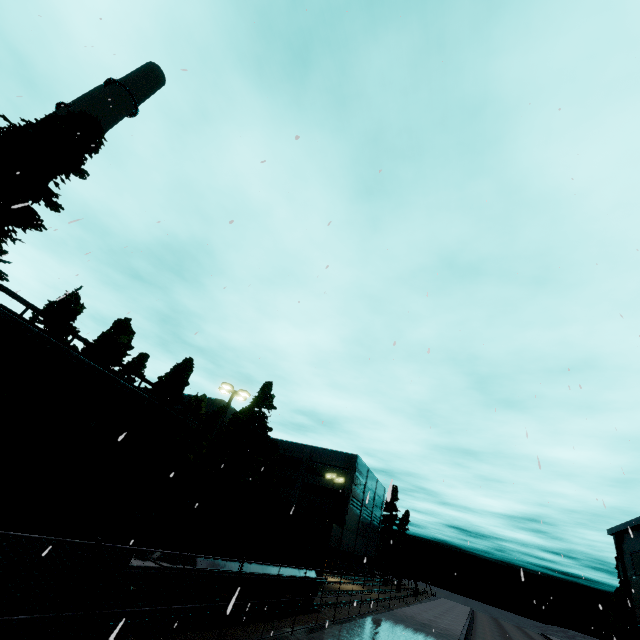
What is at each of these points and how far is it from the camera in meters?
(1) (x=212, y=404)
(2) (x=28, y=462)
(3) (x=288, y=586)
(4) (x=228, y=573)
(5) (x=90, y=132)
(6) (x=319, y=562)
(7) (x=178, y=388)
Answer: (1) building, 45.7
(2) cargo car, 5.8
(3) flatcar, 14.5
(4) flatcar, 10.9
(5) tree, 16.5
(6) cargo container, 17.7
(7) tree, 34.9

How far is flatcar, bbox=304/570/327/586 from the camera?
16.0 meters

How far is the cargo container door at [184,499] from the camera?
9.6 meters

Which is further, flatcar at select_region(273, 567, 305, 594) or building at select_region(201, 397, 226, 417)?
building at select_region(201, 397, 226, 417)

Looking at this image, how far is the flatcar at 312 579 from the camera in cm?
1603

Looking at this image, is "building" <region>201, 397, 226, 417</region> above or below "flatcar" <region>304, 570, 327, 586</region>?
above

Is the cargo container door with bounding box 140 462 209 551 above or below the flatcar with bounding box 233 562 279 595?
above

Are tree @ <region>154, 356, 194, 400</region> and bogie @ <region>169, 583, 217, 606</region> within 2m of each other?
no
